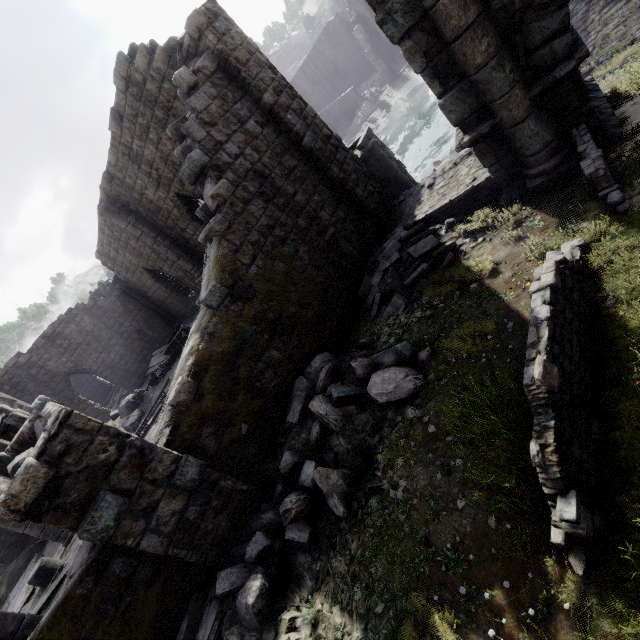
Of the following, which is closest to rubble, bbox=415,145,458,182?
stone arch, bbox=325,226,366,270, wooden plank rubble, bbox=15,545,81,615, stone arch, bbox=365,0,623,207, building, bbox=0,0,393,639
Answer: stone arch, bbox=365,0,623,207

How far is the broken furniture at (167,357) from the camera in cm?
1619

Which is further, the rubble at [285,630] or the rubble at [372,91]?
the rubble at [372,91]

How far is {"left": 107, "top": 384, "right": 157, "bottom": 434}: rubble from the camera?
14.05m

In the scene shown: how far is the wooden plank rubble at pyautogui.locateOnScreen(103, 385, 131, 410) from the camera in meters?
24.4 m

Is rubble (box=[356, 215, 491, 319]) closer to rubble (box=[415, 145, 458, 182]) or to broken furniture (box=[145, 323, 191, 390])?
rubble (box=[415, 145, 458, 182])

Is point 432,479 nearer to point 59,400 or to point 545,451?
point 545,451

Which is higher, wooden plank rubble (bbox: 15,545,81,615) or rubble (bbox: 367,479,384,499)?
wooden plank rubble (bbox: 15,545,81,615)
